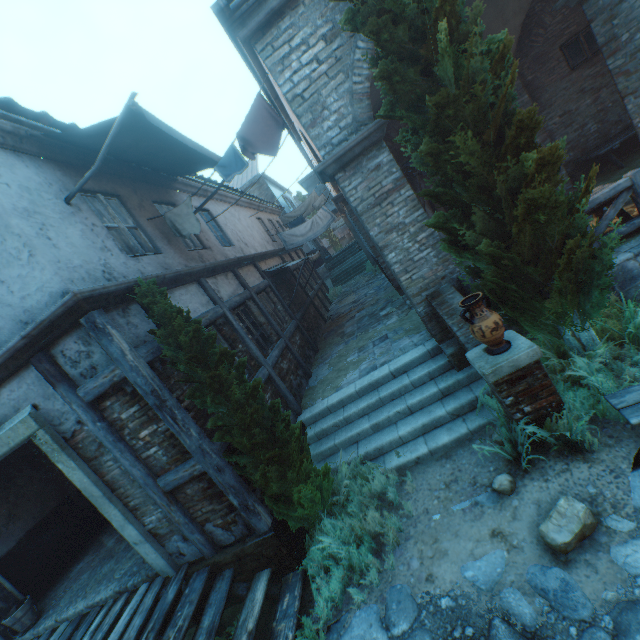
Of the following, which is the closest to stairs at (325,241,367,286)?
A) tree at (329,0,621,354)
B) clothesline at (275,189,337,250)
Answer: clothesline at (275,189,337,250)

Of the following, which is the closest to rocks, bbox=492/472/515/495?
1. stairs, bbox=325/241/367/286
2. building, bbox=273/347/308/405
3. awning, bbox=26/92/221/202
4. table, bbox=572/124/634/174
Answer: building, bbox=273/347/308/405

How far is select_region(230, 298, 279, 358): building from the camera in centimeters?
763cm

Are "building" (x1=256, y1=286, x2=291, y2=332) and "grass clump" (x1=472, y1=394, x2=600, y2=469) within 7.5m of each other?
yes

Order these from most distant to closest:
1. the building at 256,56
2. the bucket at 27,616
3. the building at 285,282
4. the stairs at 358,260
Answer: the stairs at 358,260
the building at 285,282
the bucket at 27,616
the building at 256,56

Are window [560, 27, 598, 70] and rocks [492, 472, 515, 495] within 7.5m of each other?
no

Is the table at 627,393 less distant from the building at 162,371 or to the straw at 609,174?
the straw at 609,174

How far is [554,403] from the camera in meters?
4.0
